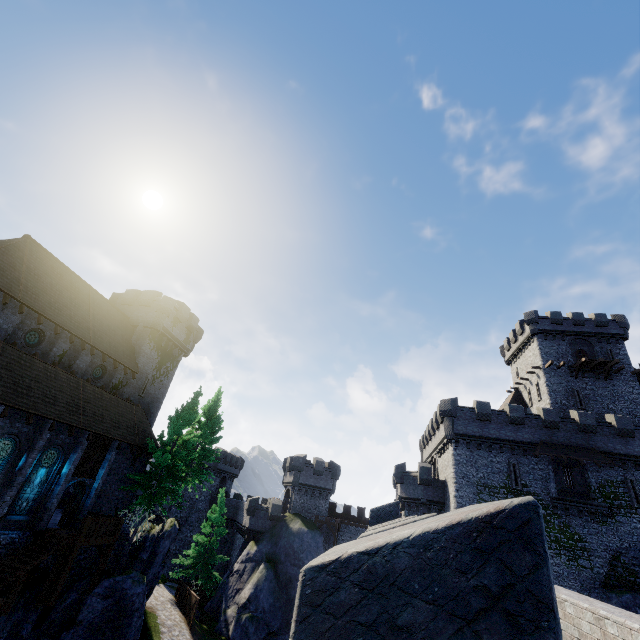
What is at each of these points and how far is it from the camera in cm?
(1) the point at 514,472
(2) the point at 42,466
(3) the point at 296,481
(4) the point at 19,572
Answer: (1) window slit, 2956
(2) window glass, 1959
(3) building tower, 4169
(4) stairs, 1588

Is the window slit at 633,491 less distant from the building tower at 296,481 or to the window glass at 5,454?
the building tower at 296,481

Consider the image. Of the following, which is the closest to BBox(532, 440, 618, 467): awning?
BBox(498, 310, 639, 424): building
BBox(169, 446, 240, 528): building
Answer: BBox(498, 310, 639, 424): building

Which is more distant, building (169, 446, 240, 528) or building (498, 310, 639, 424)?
building (169, 446, 240, 528)

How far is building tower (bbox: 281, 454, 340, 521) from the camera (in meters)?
41.28

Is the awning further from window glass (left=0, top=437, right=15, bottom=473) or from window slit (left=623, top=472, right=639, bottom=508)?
window glass (left=0, top=437, right=15, bottom=473)

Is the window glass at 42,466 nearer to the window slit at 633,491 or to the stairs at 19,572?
the stairs at 19,572

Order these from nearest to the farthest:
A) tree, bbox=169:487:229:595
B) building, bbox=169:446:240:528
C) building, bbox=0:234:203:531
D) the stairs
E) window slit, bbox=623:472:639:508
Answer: the stairs
building, bbox=0:234:203:531
window slit, bbox=623:472:639:508
tree, bbox=169:487:229:595
building, bbox=169:446:240:528
